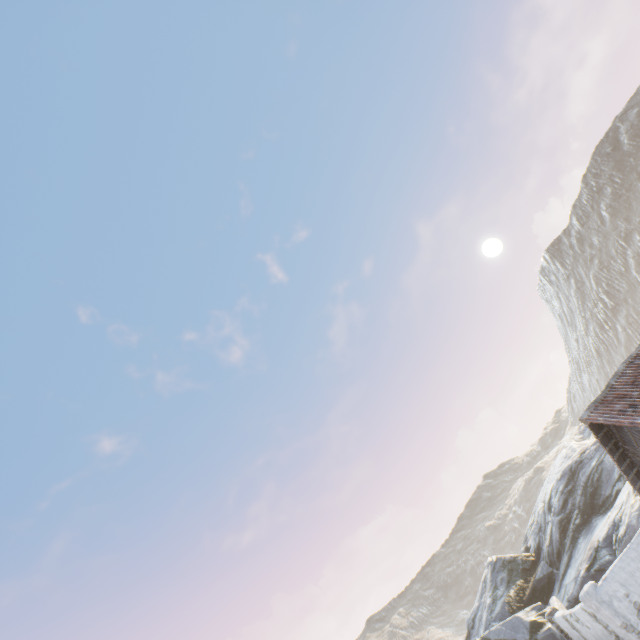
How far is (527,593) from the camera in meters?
22.5

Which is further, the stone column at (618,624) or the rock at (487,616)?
the rock at (487,616)

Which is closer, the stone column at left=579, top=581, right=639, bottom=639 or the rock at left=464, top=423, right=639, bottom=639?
the stone column at left=579, top=581, right=639, bottom=639
